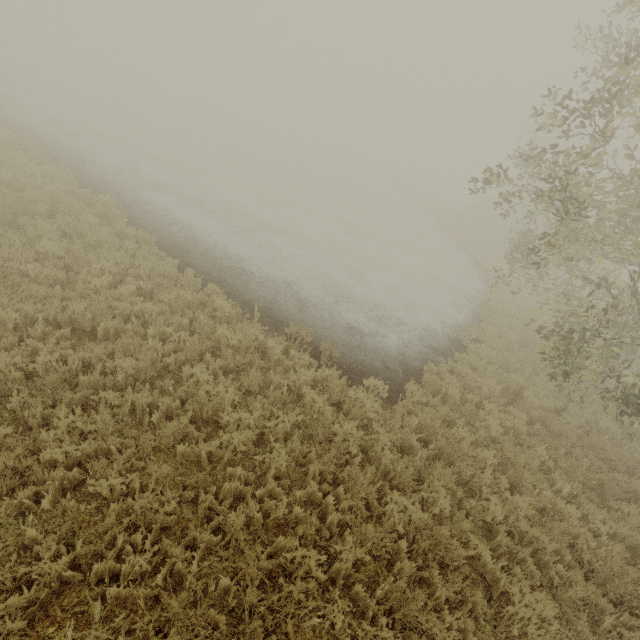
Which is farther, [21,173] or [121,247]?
[21,173]
